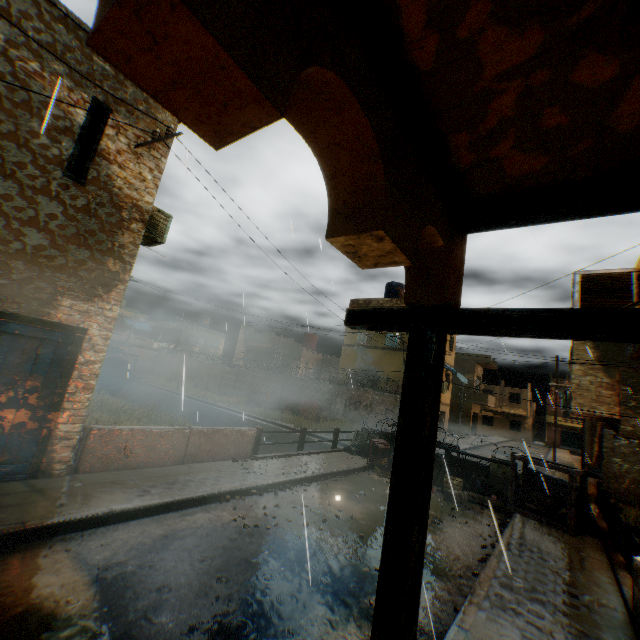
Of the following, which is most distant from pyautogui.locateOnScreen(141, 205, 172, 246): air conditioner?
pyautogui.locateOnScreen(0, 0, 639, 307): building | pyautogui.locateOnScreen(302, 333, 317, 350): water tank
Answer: pyautogui.locateOnScreen(302, 333, 317, 350): water tank

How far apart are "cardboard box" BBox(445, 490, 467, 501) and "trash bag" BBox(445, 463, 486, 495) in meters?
0.6 m

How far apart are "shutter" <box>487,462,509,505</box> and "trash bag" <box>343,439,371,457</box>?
4.3m

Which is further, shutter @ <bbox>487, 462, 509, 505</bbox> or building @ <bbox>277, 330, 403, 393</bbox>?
building @ <bbox>277, 330, 403, 393</bbox>

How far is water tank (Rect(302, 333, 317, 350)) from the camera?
36.25m

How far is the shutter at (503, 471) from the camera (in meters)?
10.98

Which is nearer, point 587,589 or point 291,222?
point 291,222

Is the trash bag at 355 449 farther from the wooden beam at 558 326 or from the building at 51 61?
the wooden beam at 558 326
